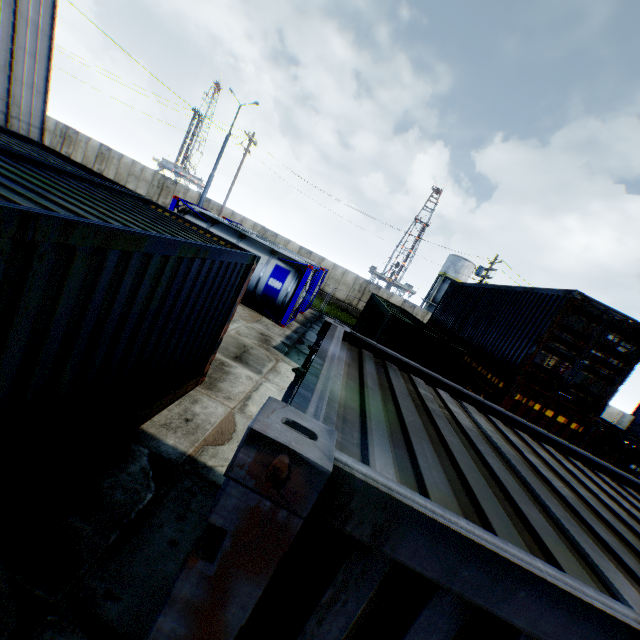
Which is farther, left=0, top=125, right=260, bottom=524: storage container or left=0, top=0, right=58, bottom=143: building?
left=0, top=0, right=58, bottom=143: building

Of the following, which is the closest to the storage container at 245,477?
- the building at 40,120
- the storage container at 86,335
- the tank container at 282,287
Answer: the storage container at 86,335

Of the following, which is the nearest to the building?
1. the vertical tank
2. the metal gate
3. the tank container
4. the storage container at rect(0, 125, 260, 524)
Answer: the tank container

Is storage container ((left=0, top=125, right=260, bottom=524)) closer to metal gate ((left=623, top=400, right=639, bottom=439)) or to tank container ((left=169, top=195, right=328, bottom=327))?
tank container ((left=169, top=195, right=328, bottom=327))

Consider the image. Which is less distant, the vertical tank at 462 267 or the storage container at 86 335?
the storage container at 86 335

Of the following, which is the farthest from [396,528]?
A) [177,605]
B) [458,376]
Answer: [458,376]

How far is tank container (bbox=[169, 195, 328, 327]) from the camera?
14.08m

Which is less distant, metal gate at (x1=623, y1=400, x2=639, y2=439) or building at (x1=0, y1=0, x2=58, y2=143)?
building at (x1=0, y1=0, x2=58, y2=143)
